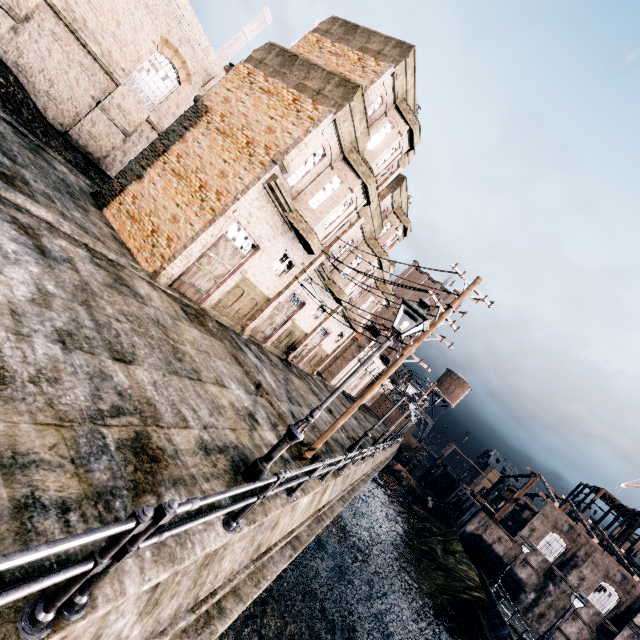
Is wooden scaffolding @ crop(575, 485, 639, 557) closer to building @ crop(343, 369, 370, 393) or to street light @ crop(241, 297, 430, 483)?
building @ crop(343, 369, 370, 393)

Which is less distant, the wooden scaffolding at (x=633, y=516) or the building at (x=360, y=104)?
the building at (x=360, y=104)

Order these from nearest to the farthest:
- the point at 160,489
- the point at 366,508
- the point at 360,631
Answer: the point at 160,489 → the point at 360,631 → the point at 366,508

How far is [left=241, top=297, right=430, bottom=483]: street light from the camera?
7.3m

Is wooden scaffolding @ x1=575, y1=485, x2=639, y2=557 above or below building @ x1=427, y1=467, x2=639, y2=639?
above

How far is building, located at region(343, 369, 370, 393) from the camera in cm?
5416

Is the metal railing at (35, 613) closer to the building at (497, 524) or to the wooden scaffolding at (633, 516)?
the building at (497, 524)

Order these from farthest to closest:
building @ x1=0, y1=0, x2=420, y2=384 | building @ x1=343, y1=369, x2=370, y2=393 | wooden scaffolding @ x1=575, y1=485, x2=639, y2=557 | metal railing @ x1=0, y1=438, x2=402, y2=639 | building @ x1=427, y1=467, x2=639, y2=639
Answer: building @ x1=343, y1=369, x2=370, y2=393, wooden scaffolding @ x1=575, y1=485, x2=639, y2=557, building @ x1=427, y1=467, x2=639, y2=639, building @ x1=0, y1=0, x2=420, y2=384, metal railing @ x1=0, y1=438, x2=402, y2=639
